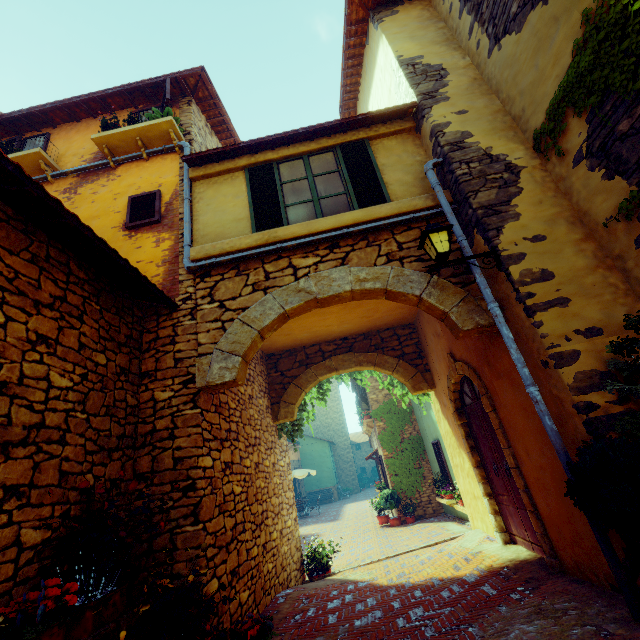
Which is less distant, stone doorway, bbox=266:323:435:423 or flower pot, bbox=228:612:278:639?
flower pot, bbox=228:612:278:639

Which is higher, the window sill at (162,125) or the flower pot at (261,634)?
the window sill at (162,125)

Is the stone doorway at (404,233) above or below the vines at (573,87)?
below

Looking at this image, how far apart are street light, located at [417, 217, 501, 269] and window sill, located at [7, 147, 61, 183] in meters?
6.9

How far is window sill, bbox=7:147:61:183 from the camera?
5.8m

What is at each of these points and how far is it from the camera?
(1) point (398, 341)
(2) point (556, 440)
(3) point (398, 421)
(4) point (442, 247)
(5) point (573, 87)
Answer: (1) stone doorway, 8.2 meters
(2) pipe, 3.1 meters
(3) vines, 14.4 meters
(4) street light, 3.9 meters
(5) vines, 3.6 meters

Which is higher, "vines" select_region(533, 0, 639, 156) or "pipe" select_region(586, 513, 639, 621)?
"vines" select_region(533, 0, 639, 156)

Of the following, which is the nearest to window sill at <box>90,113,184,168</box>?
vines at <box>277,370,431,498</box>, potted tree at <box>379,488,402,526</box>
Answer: vines at <box>277,370,431,498</box>
